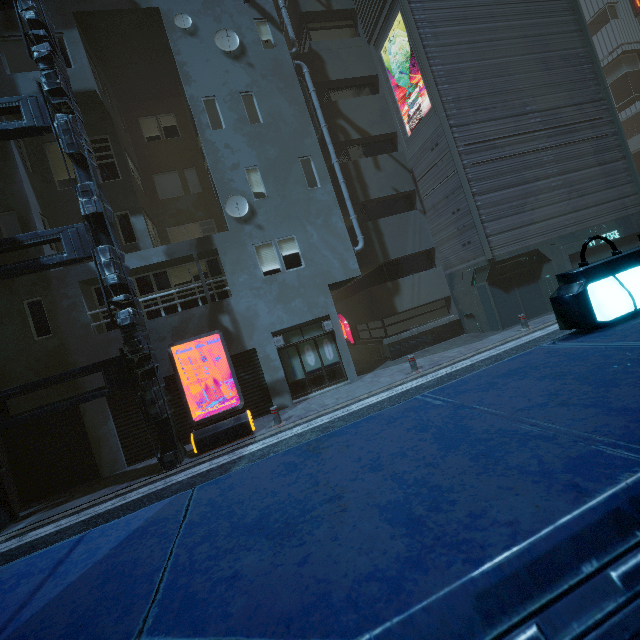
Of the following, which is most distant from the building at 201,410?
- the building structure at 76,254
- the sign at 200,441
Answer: the sign at 200,441

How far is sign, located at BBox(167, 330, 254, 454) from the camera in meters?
9.5

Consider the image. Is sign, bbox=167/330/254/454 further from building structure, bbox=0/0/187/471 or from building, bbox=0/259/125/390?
building, bbox=0/259/125/390

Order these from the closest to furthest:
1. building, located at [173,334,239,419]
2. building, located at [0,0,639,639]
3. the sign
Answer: building, located at [0,0,639,639], the sign, building, located at [173,334,239,419]

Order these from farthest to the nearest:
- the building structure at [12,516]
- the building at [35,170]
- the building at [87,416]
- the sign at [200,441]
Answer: the building at [35,170]
the building at [87,416]
the sign at [200,441]
the building structure at [12,516]

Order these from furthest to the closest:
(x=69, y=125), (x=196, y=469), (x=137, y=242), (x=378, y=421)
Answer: (x=137, y=242) → (x=69, y=125) → (x=196, y=469) → (x=378, y=421)
